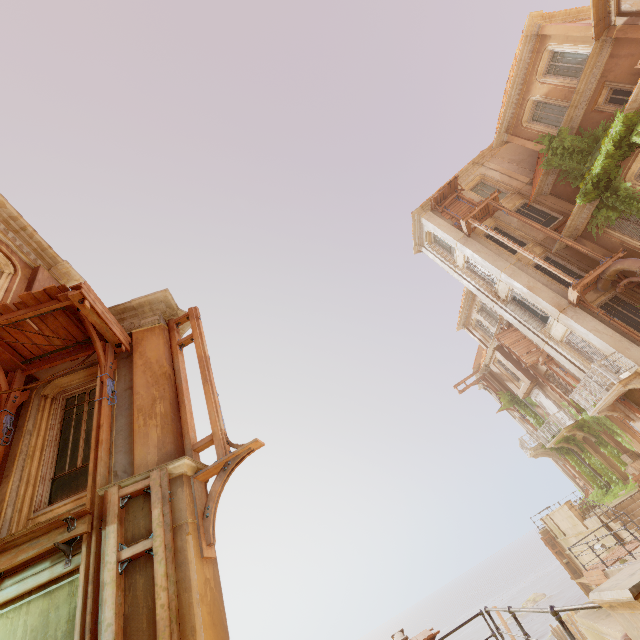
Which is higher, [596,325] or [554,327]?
[554,327]

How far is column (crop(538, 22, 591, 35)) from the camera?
15.0 meters

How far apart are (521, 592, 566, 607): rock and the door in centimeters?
4771cm

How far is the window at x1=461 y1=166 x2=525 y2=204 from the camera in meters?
21.1 m

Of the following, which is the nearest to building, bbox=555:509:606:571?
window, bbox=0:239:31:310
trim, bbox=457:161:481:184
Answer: window, bbox=0:239:31:310

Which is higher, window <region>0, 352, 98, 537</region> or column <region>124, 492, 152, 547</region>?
window <region>0, 352, 98, 537</region>

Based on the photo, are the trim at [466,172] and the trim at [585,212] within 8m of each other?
no

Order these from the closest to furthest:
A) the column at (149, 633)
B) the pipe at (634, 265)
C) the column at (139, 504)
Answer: the column at (149, 633) < the column at (139, 504) < the pipe at (634, 265)
